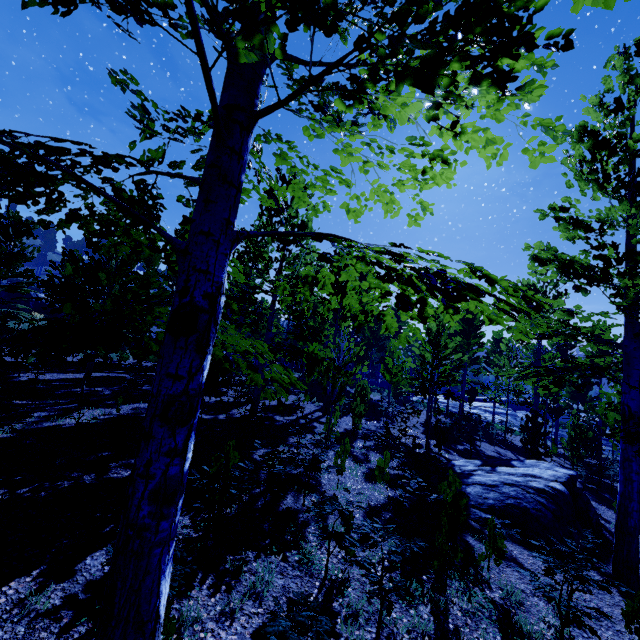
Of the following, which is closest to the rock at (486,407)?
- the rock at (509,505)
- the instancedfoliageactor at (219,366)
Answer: the instancedfoliageactor at (219,366)

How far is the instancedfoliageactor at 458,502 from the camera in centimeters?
365cm

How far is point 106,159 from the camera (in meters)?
2.21

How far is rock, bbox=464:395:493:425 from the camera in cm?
3343

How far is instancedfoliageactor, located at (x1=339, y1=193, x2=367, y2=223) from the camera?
3.0m

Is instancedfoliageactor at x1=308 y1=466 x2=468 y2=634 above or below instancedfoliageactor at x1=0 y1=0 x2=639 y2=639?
below

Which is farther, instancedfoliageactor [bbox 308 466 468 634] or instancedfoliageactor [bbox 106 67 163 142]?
instancedfoliageactor [bbox 308 466 468 634]
